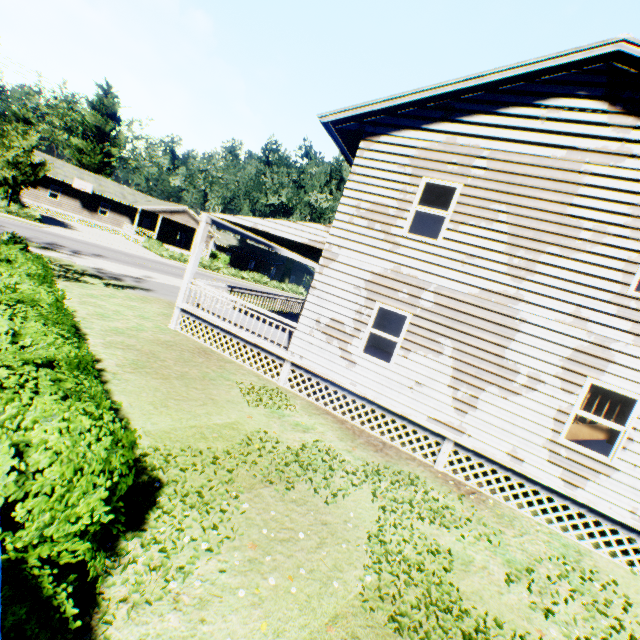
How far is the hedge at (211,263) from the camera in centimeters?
3866cm

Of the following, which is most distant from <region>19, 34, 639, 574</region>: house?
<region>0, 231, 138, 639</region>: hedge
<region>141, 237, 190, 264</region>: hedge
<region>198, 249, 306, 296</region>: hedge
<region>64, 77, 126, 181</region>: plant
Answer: <region>141, 237, 190, 264</region>: hedge

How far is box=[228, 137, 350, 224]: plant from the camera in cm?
4278

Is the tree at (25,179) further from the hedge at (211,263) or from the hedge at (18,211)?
the hedge at (211,263)

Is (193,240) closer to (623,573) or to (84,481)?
(84,481)

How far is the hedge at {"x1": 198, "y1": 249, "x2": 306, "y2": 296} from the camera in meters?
Answer: 38.7 m

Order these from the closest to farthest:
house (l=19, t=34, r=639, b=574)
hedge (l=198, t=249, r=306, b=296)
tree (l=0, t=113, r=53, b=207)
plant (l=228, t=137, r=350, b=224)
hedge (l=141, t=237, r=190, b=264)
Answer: house (l=19, t=34, r=639, b=574)
tree (l=0, t=113, r=53, b=207)
hedge (l=141, t=237, r=190, b=264)
hedge (l=198, t=249, r=306, b=296)
plant (l=228, t=137, r=350, b=224)

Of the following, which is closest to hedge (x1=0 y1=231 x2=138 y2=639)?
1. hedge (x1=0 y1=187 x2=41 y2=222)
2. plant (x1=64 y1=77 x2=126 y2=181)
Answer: plant (x1=64 y1=77 x2=126 y2=181)
